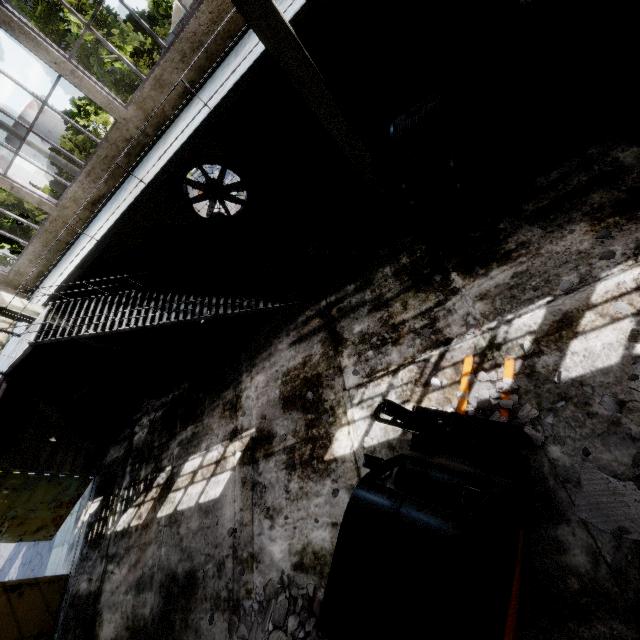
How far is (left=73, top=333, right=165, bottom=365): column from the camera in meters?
10.7

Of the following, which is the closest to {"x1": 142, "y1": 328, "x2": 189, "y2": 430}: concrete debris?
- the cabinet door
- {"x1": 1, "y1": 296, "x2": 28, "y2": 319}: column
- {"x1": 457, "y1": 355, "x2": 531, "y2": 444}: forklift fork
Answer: {"x1": 1, "y1": 296, "x2": 28, "y2": 319}: column

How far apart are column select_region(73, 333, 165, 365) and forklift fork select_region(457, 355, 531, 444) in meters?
10.4

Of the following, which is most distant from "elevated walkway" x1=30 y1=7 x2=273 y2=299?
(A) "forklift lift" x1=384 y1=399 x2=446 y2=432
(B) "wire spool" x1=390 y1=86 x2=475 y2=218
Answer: (A) "forklift lift" x1=384 y1=399 x2=446 y2=432

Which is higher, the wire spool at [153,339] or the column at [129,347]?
the column at [129,347]

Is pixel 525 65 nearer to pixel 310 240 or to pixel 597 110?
pixel 597 110

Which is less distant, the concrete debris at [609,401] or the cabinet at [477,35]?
the concrete debris at [609,401]

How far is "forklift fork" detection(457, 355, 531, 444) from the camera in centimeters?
369cm
